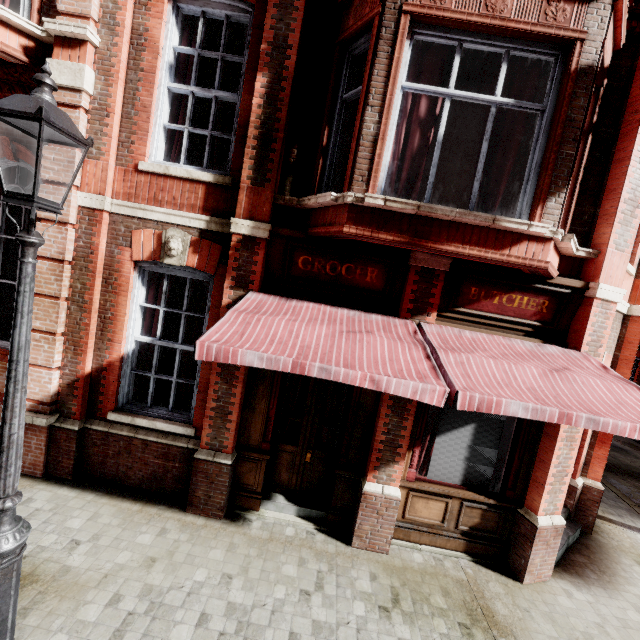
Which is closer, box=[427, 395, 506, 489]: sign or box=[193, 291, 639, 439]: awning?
box=[193, 291, 639, 439]: awning

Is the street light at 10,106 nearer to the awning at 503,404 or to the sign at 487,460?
the awning at 503,404

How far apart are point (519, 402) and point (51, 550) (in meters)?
5.63

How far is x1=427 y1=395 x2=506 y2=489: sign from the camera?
5.1m

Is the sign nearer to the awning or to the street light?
the awning

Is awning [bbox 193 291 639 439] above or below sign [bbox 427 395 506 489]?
above
